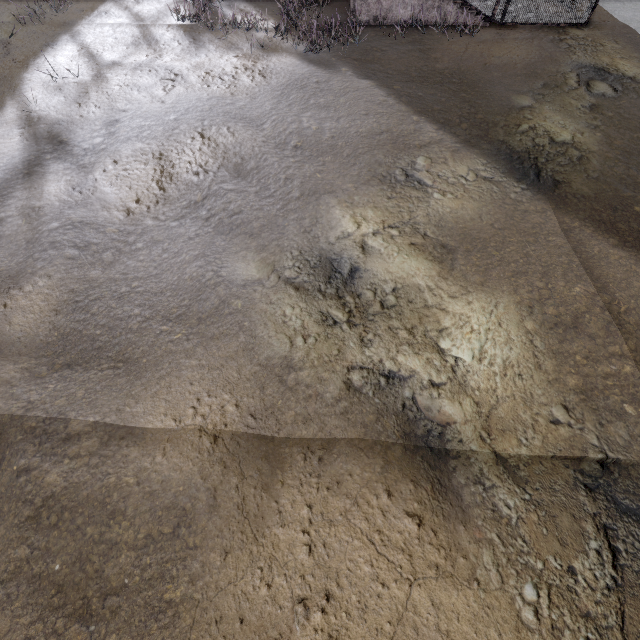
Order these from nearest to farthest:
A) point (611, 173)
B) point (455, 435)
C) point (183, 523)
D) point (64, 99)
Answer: point (183, 523), point (455, 435), point (611, 173), point (64, 99)
